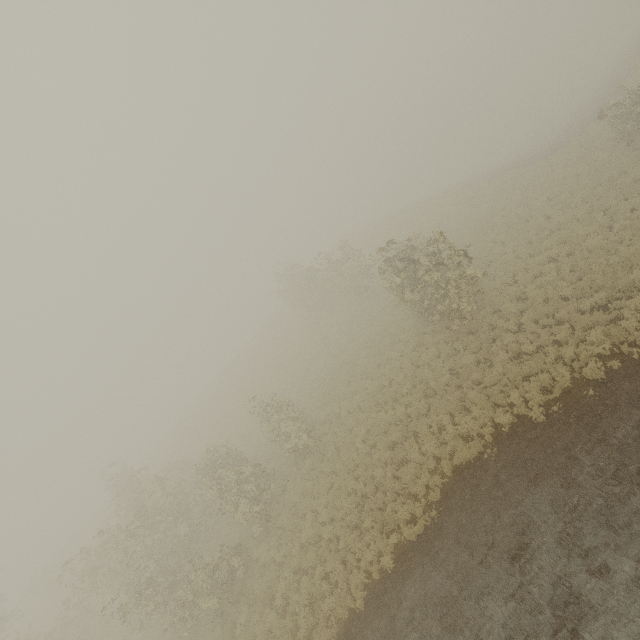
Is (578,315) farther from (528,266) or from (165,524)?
(165,524)
